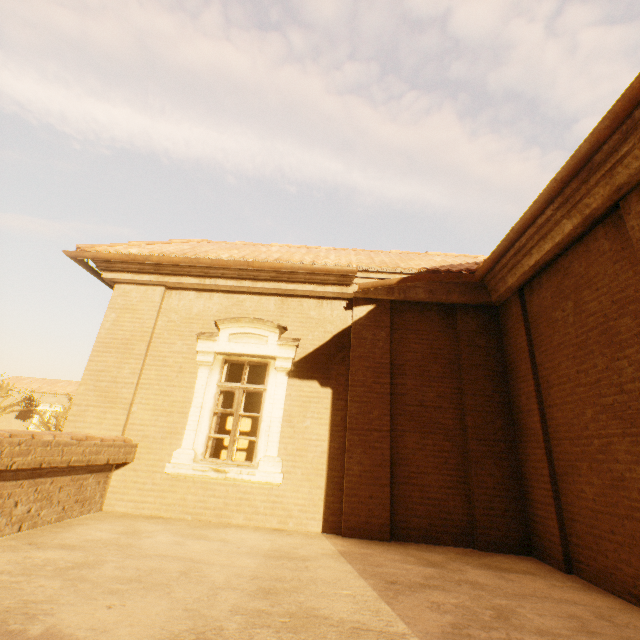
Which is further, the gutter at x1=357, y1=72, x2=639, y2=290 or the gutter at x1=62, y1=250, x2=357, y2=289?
the gutter at x1=62, y1=250, x2=357, y2=289

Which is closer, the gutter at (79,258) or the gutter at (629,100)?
the gutter at (629,100)

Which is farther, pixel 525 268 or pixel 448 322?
pixel 448 322

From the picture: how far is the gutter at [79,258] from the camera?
6.10m

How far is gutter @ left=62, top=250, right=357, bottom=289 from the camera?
6.1m
